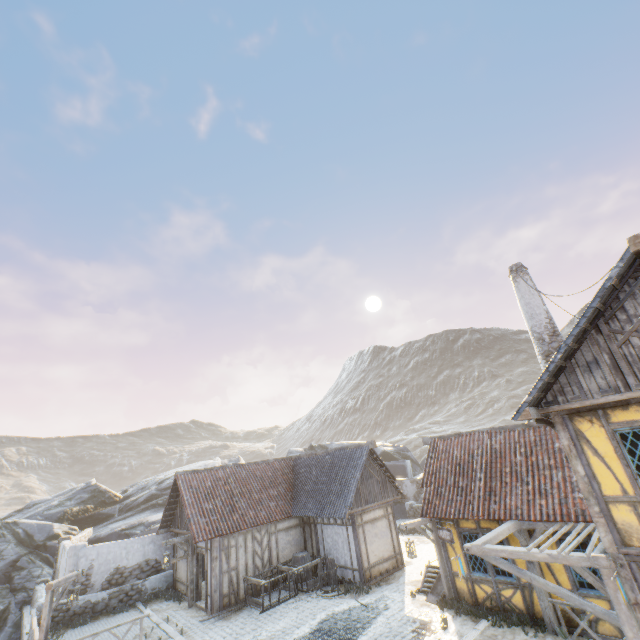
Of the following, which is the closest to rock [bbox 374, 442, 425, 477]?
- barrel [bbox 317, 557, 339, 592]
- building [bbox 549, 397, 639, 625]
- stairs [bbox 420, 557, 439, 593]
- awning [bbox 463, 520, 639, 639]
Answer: stairs [bbox 420, 557, 439, 593]

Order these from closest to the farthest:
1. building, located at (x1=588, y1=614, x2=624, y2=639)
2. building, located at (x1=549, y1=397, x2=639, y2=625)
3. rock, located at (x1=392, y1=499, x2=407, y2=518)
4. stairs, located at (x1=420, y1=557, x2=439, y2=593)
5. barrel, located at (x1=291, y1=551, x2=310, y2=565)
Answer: building, located at (x1=549, y1=397, x2=639, y2=625) < building, located at (x1=588, y1=614, x2=624, y2=639) < stairs, located at (x1=420, y1=557, x2=439, y2=593) < barrel, located at (x1=291, y1=551, x2=310, y2=565) < rock, located at (x1=392, y1=499, x2=407, y2=518)

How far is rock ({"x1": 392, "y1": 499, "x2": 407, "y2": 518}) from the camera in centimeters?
2729cm

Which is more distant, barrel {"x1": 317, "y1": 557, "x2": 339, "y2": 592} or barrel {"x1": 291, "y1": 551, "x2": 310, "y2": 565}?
barrel {"x1": 291, "y1": 551, "x2": 310, "y2": 565}

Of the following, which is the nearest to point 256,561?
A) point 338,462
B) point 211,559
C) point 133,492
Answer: point 211,559

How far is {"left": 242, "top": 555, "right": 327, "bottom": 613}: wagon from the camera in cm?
1395

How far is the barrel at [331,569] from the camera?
14.8 meters

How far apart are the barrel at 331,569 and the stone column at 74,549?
12.5m
